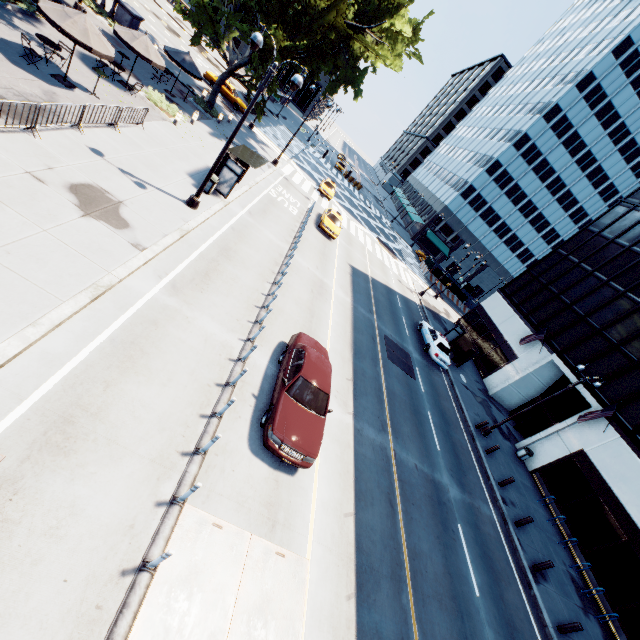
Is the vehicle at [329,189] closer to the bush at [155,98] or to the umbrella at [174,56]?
the umbrella at [174,56]

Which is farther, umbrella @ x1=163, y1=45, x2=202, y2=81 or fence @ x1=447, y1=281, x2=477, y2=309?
fence @ x1=447, y1=281, x2=477, y2=309

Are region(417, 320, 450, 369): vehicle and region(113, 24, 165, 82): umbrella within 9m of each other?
no

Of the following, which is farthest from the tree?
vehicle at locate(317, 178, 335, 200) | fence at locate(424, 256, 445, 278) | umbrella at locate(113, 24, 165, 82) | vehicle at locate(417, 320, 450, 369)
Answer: fence at locate(424, 256, 445, 278)

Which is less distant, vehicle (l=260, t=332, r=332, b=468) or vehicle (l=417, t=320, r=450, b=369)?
vehicle (l=260, t=332, r=332, b=468)

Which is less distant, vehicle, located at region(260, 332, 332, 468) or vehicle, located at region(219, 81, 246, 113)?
vehicle, located at region(260, 332, 332, 468)

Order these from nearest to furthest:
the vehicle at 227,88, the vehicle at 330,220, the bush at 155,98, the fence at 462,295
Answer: the bush at 155,98, the vehicle at 330,220, the vehicle at 227,88, the fence at 462,295

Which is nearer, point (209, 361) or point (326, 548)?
point (326, 548)
